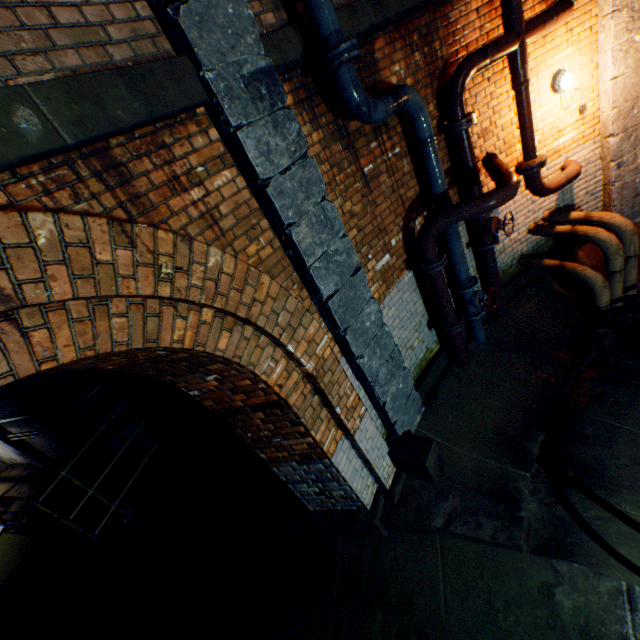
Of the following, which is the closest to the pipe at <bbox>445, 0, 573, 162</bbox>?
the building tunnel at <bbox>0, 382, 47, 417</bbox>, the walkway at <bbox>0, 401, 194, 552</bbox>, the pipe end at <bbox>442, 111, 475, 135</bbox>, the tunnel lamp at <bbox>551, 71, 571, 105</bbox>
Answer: the pipe end at <bbox>442, 111, 475, 135</bbox>

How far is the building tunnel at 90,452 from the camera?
6.44m

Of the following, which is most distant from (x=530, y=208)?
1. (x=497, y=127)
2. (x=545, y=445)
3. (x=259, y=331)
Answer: (x=259, y=331)

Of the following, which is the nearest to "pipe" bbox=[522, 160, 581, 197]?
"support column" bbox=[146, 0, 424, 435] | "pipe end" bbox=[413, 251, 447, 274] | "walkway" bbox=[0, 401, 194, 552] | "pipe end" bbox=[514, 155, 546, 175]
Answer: "pipe end" bbox=[514, 155, 546, 175]

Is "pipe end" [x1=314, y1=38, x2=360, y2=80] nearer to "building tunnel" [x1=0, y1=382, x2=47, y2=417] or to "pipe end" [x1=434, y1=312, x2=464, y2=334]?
"building tunnel" [x1=0, y1=382, x2=47, y2=417]

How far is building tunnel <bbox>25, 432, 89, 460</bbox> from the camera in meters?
6.4 m

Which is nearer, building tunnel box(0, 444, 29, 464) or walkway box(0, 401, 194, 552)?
walkway box(0, 401, 194, 552)

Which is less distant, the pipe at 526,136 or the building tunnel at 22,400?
the pipe at 526,136
